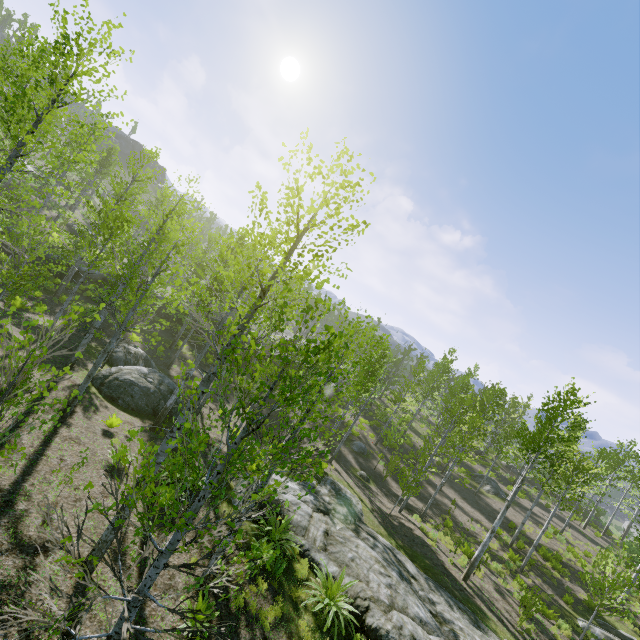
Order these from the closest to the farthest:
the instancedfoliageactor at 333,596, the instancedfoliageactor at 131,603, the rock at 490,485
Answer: the instancedfoliageactor at 131,603
the instancedfoliageactor at 333,596
the rock at 490,485

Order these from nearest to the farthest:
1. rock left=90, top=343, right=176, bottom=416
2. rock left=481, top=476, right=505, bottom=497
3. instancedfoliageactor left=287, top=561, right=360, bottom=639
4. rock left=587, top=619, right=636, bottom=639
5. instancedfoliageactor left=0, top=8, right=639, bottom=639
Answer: instancedfoliageactor left=0, top=8, right=639, bottom=639 → instancedfoliageactor left=287, top=561, right=360, bottom=639 → rock left=90, top=343, right=176, bottom=416 → rock left=587, top=619, right=636, bottom=639 → rock left=481, top=476, right=505, bottom=497

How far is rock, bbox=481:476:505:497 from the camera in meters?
28.9 m

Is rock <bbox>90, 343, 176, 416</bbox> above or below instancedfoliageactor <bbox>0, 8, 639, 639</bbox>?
below

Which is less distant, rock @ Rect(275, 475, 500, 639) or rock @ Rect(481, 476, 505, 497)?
rock @ Rect(275, 475, 500, 639)

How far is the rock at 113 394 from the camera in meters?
Answer: 14.1 m

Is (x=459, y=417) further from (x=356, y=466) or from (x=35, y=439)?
(x=35, y=439)

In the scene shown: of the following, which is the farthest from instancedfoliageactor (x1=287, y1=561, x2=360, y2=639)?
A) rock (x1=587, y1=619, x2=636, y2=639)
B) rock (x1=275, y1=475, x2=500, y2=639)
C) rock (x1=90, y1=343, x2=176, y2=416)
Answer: rock (x1=275, y1=475, x2=500, y2=639)
